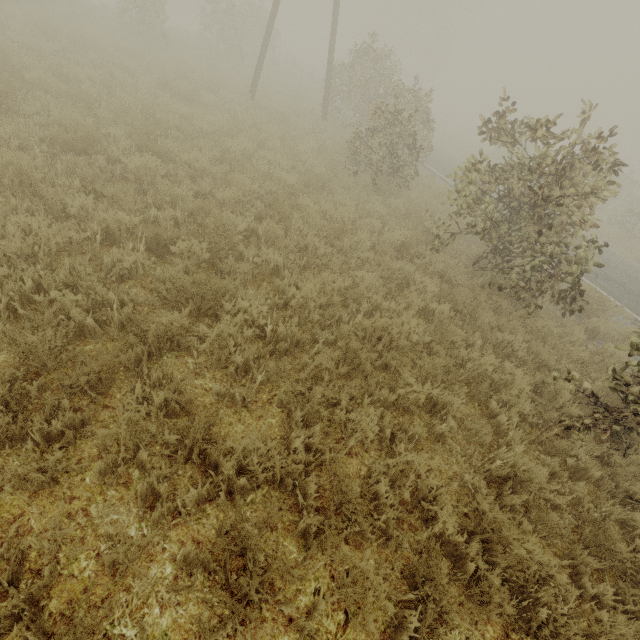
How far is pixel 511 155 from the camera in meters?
6.3 m
